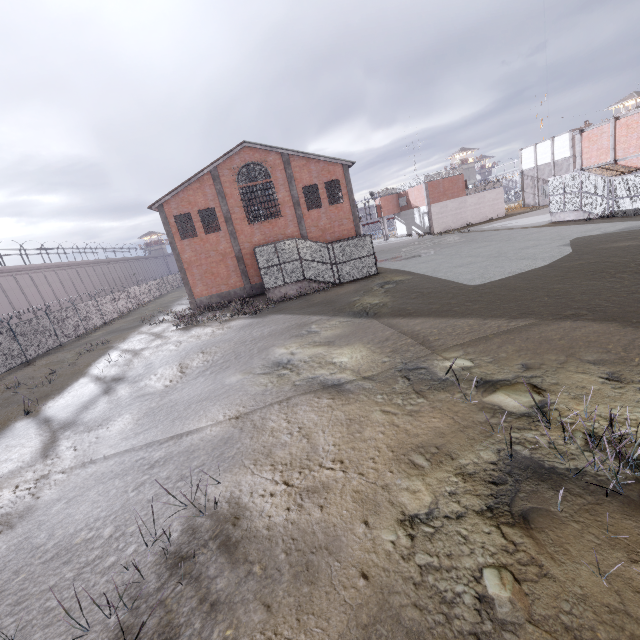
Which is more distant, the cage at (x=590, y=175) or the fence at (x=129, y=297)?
the cage at (x=590, y=175)

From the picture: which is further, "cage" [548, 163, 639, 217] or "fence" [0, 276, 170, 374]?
"cage" [548, 163, 639, 217]

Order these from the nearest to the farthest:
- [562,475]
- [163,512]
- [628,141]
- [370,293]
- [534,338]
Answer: [562,475]
[163,512]
[534,338]
[370,293]
[628,141]
